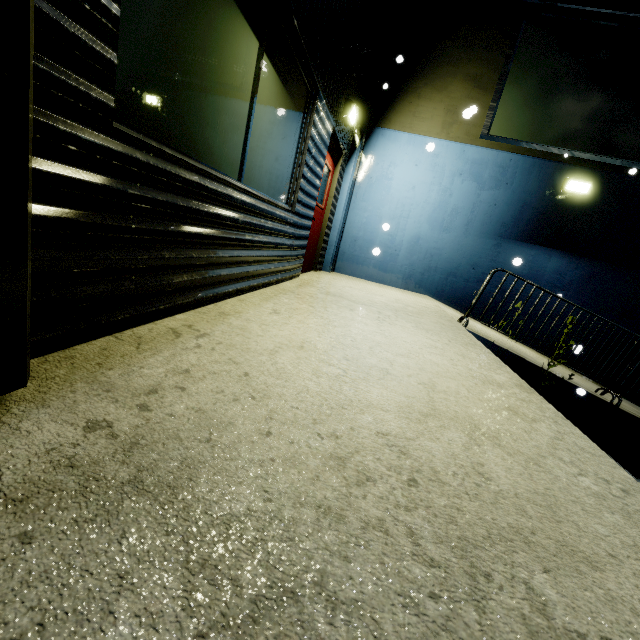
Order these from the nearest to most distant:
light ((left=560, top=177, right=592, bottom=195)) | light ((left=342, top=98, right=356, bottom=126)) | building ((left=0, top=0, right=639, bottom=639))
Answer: building ((left=0, top=0, right=639, bottom=639)) → light ((left=342, top=98, right=356, bottom=126)) → light ((left=560, top=177, right=592, bottom=195))

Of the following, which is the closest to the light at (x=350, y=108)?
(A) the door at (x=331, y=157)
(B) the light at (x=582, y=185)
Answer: (A) the door at (x=331, y=157)

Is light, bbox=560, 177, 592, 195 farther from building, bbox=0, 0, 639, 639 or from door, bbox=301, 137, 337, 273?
door, bbox=301, 137, 337, 273

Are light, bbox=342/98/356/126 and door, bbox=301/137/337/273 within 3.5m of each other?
yes

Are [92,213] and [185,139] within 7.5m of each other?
yes

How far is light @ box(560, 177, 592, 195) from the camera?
6.61m

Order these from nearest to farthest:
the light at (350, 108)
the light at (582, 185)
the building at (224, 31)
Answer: the building at (224, 31)
the light at (350, 108)
the light at (582, 185)

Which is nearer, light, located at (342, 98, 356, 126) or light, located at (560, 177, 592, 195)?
light, located at (342, 98, 356, 126)
